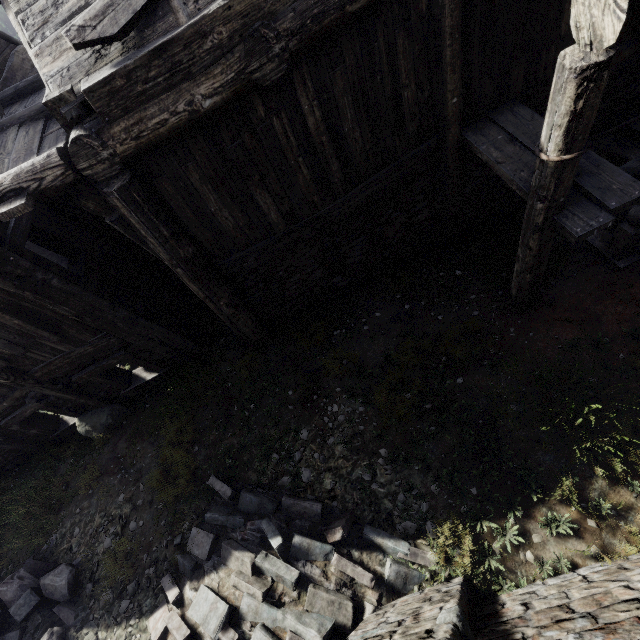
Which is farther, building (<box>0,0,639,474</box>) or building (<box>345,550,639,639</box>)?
building (<box>0,0,639,474</box>)

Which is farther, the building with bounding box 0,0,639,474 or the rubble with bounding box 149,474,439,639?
the rubble with bounding box 149,474,439,639

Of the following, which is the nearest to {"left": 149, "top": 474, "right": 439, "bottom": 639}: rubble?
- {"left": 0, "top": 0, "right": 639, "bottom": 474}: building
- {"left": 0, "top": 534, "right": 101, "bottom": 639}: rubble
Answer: {"left": 0, "top": 534, "right": 101, "bottom": 639}: rubble

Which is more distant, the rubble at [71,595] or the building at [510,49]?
the rubble at [71,595]

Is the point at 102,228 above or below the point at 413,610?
above

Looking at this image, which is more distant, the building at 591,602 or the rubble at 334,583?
the rubble at 334,583

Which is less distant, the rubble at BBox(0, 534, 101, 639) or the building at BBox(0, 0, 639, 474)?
the building at BBox(0, 0, 639, 474)
